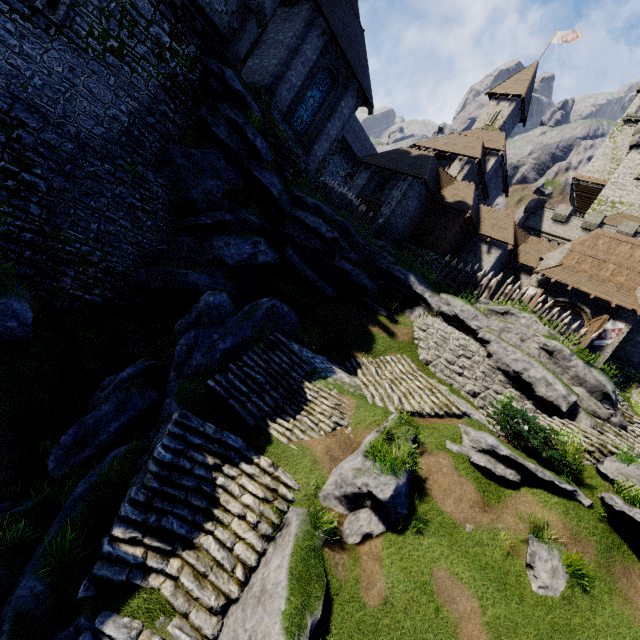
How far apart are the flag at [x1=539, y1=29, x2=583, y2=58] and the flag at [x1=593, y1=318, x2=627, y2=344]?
32.7 meters

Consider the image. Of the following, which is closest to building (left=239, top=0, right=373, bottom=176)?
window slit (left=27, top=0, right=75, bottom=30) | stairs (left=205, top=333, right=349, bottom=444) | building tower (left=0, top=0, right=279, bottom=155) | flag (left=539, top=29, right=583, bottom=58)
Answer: building tower (left=0, top=0, right=279, bottom=155)

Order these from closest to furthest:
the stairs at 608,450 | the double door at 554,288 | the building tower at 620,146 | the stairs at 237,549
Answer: the stairs at 237,549
the stairs at 608,450
the double door at 554,288
the building tower at 620,146

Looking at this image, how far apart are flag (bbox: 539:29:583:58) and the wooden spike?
33.2 meters

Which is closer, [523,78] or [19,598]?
[19,598]

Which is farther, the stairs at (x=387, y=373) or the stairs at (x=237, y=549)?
the stairs at (x=387, y=373)

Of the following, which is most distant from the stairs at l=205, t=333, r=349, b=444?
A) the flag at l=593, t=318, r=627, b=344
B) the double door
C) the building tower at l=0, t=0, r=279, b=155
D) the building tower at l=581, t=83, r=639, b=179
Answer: the building tower at l=581, t=83, r=639, b=179

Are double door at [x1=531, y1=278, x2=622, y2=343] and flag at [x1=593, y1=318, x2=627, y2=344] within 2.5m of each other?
yes
